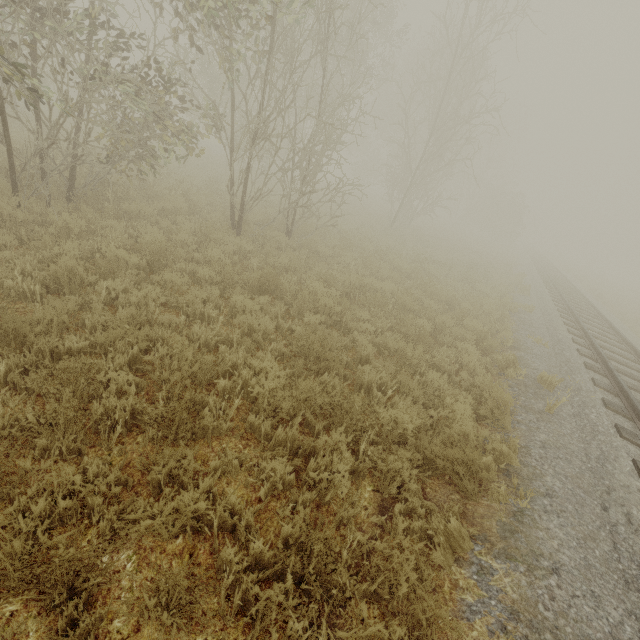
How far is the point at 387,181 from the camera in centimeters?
2070cm
